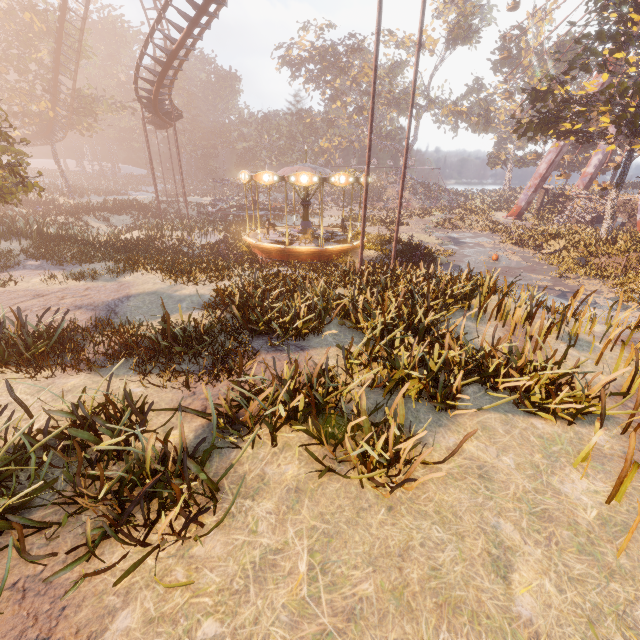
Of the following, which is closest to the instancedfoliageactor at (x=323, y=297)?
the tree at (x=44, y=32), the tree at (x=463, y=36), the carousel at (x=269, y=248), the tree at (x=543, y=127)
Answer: the carousel at (x=269, y=248)

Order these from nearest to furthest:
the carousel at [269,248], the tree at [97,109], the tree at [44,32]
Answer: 1. the carousel at [269,248]
2. the tree at [44,32]
3. the tree at [97,109]

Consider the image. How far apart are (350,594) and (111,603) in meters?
2.4 m

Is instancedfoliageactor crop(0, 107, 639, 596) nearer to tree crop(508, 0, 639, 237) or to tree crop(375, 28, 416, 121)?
tree crop(508, 0, 639, 237)

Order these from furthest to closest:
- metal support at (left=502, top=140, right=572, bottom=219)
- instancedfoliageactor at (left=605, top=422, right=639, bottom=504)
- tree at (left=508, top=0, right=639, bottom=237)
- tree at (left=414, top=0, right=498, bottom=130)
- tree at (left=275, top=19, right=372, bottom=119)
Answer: tree at (left=414, top=0, right=498, bottom=130) < tree at (left=275, top=19, right=372, bottom=119) < metal support at (left=502, top=140, right=572, bottom=219) < tree at (left=508, top=0, right=639, bottom=237) < instancedfoliageactor at (left=605, top=422, right=639, bottom=504)

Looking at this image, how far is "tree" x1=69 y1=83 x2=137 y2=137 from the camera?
33.5m

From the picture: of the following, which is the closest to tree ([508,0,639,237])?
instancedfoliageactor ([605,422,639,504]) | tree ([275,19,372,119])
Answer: instancedfoliageactor ([605,422,639,504])

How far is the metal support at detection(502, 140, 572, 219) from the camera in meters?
36.3
